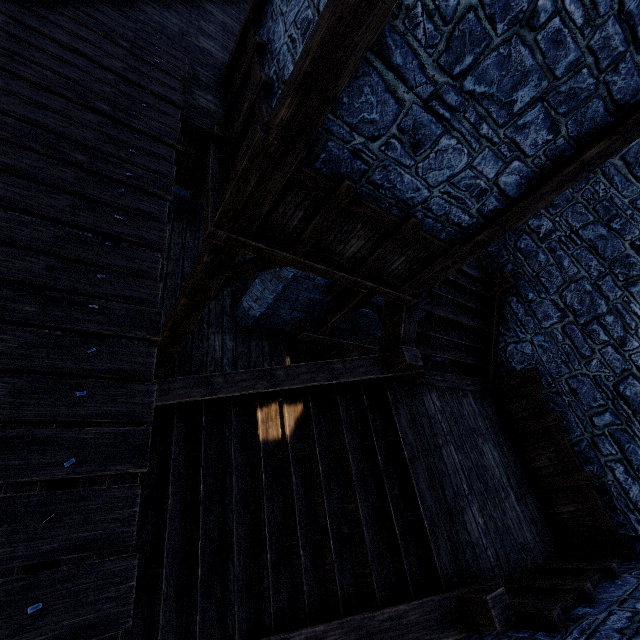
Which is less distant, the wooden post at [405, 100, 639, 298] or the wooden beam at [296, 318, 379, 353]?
the wooden post at [405, 100, 639, 298]

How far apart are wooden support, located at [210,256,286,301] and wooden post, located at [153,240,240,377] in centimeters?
7cm

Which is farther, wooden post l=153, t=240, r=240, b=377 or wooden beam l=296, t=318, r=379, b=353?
wooden beam l=296, t=318, r=379, b=353

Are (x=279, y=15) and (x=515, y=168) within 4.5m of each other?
yes

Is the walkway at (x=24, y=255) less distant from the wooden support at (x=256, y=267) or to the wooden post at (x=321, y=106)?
the wooden post at (x=321, y=106)

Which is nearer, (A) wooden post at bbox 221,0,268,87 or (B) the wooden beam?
(A) wooden post at bbox 221,0,268,87

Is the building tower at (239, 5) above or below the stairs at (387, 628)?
above

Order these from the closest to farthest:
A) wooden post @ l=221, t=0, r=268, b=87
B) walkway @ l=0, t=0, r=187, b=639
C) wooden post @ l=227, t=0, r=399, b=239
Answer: walkway @ l=0, t=0, r=187, b=639 → wooden post @ l=227, t=0, r=399, b=239 → wooden post @ l=221, t=0, r=268, b=87
